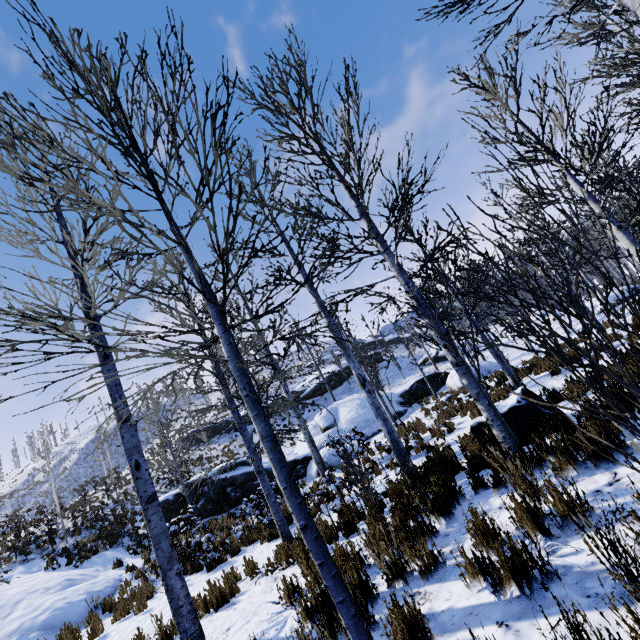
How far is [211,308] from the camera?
2.6 meters

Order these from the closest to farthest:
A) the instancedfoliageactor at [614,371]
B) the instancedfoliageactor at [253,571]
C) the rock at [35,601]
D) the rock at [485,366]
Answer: the instancedfoliageactor at [614,371], the instancedfoliageactor at [253,571], the rock at [35,601], the rock at [485,366]

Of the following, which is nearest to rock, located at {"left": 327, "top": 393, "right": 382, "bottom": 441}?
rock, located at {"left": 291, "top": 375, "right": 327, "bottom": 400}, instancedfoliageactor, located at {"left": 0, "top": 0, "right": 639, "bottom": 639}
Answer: instancedfoliageactor, located at {"left": 0, "top": 0, "right": 639, "bottom": 639}

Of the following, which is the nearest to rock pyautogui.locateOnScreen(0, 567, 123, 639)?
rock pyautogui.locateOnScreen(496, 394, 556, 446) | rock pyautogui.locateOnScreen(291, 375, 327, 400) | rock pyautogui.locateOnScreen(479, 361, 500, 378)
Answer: rock pyautogui.locateOnScreen(479, 361, 500, 378)

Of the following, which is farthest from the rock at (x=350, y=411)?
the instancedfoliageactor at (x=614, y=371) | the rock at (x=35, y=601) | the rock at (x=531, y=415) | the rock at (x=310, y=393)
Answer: the rock at (x=531, y=415)

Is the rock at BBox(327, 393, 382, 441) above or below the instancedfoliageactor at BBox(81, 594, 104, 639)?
above

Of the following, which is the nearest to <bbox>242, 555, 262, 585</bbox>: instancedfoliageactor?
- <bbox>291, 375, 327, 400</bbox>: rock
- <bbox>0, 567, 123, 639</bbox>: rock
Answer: <bbox>0, 567, 123, 639</bbox>: rock

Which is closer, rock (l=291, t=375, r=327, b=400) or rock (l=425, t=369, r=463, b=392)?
rock (l=425, t=369, r=463, b=392)
